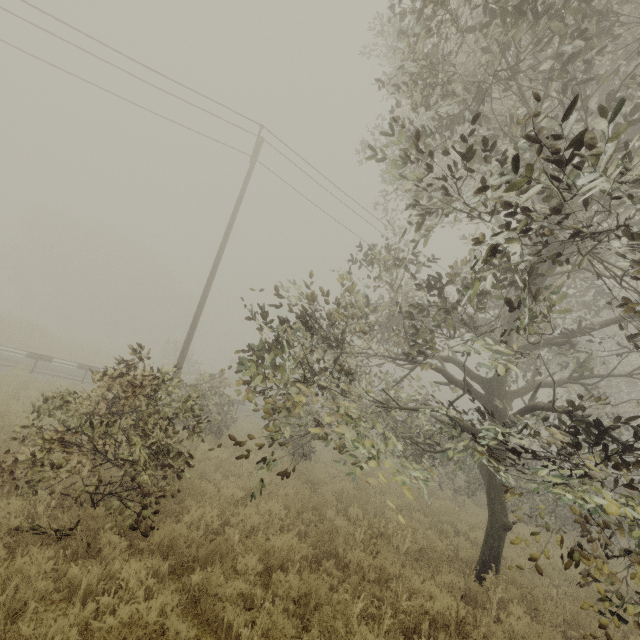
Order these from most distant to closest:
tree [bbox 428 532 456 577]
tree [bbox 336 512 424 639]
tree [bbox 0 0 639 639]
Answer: tree [bbox 428 532 456 577], tree [bbox 336 512 424 639], tree [bbox 0 0 639 639]

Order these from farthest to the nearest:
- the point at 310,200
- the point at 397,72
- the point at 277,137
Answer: the point at 310,200
the point at 277,137
the point at 397,72

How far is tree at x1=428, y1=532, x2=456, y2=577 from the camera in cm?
665

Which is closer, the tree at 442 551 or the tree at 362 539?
the tree at 362 539

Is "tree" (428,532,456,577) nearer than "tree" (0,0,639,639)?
No
